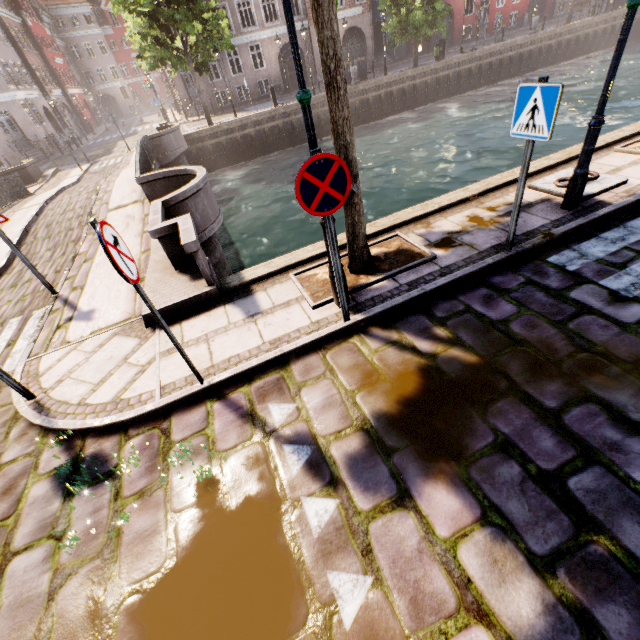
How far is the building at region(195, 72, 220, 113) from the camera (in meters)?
26.75

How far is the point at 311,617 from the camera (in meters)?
2.08

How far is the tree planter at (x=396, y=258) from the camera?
4.53m

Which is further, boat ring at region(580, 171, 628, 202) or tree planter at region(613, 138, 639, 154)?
tree planter at region(613, 138, 639, 154)

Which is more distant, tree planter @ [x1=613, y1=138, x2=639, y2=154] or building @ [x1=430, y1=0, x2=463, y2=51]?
building @ [x1=430, y1=0, x2=463, y2=51]

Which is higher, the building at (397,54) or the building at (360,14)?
the building at (360,14)

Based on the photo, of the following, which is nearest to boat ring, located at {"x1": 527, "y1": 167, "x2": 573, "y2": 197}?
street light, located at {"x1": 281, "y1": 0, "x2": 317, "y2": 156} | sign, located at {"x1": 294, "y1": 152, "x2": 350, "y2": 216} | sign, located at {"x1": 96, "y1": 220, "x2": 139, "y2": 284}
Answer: sign, located at {"x1": 294, "y1": 152, "x2": 350, "y2": 216}

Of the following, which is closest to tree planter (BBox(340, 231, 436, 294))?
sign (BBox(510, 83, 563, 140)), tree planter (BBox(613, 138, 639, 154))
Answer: sign (BBox(510, 83, 563, 140))
